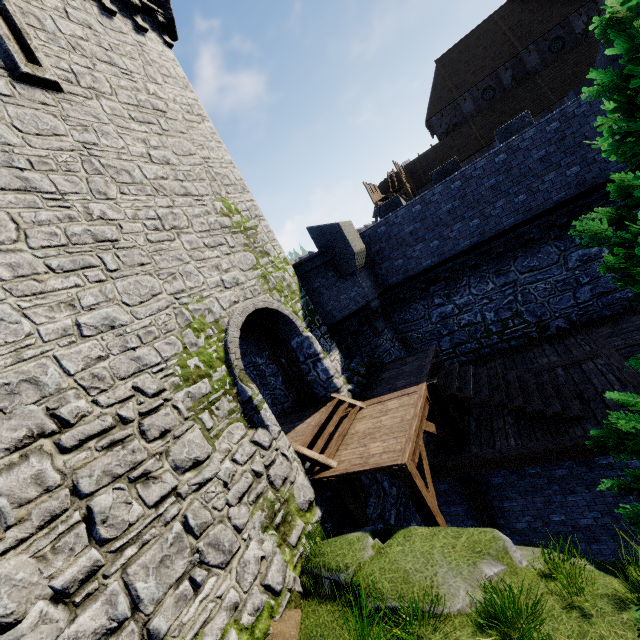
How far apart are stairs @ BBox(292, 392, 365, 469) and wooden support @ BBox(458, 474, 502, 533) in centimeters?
311cm

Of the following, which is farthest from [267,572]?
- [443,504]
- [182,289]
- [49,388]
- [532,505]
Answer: [532,505]

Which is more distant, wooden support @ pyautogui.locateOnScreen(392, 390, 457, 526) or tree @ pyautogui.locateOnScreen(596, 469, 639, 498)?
wooden support @ pyautogui.locateOnScreen(392, 390, 457, 526)

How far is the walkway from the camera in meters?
28.7

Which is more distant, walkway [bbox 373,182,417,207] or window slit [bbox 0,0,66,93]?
walkway [bbox 373,182,417,207]

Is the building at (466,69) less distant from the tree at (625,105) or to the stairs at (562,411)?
the stairs at (562,411)

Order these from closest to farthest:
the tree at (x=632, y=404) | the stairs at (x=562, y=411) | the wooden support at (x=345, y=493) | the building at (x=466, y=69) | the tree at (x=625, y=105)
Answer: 1. the tree at (x=625, y=105)
2. the tree at (x=632, y=404)
3. the wooden support at (x=345, y=493)
4. the stairs at (x=562, y=411)
5. the building at (x=466, y=69)

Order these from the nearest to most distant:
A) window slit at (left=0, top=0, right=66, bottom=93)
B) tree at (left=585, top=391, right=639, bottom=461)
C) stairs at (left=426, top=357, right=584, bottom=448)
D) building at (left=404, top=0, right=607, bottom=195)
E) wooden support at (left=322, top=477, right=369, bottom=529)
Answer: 1. tree at (left=585, top=391, right=639, bottom=461)
2. window slit at (left=0, top=0, right=66, bottom=93)
3. wooden support at (left=322, top=477, right=369, bottom=529)
4. stairs at (left=426, top=357, right=584, bottom=448)
5. building at (left=404, top=0, right=607, bottom=195)
